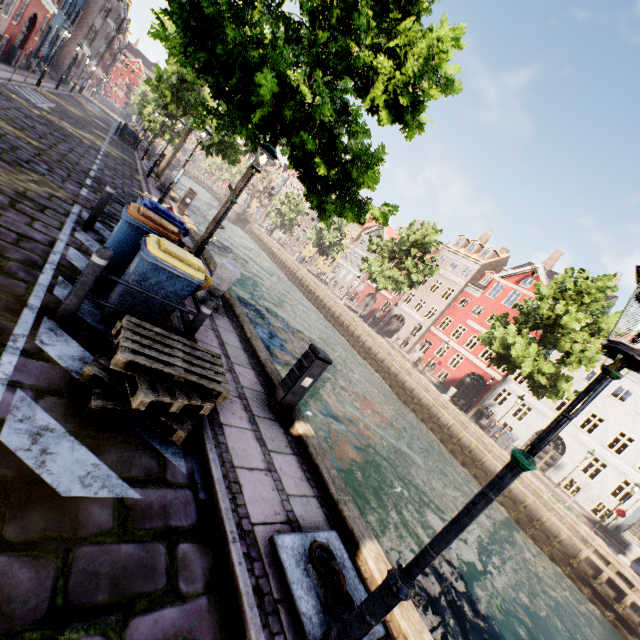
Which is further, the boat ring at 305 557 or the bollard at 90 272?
the bollard at 90 272

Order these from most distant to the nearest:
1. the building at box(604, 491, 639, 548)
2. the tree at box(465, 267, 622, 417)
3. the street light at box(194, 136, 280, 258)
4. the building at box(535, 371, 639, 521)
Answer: the building at box(535, 371, 639, 521), the building at box(604, 491, 639, 548), the tree at box(465, 267, 622, 417), the street light at box(194, 136, 280, 258)

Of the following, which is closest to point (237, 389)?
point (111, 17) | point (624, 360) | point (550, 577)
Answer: point (624, 360)

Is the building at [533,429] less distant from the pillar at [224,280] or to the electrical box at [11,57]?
the pillar at [224,280]

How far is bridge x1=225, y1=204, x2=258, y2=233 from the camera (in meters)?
56.09

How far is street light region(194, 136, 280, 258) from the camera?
6.79m

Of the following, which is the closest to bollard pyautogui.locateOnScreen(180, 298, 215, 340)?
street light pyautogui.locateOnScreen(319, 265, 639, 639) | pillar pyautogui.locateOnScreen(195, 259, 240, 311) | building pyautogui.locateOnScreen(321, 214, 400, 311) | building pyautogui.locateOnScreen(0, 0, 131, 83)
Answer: pillar pyautogui.locateOnScreen(195, 259, 240, 311)

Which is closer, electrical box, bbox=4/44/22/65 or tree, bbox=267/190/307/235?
electrical box, bbox=4/44/22/65
